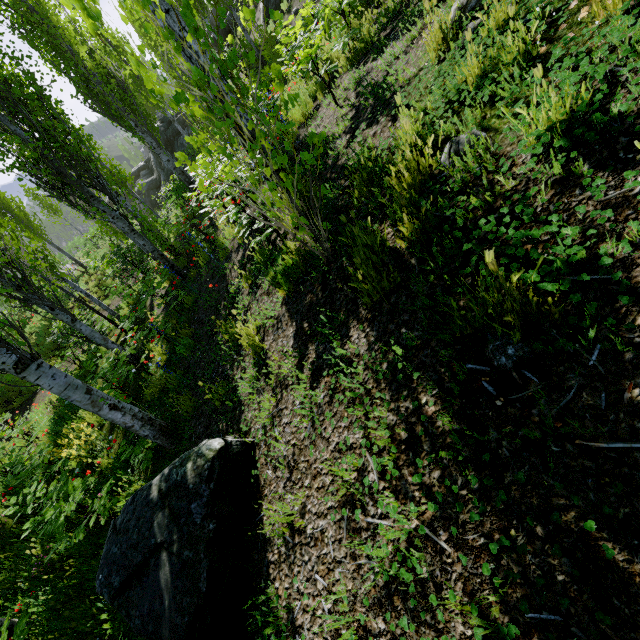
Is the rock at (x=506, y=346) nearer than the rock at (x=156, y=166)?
Yes

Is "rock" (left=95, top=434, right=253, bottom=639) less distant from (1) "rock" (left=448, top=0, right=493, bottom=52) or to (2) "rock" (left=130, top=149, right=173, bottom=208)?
(1) "rock" (left=448, top=0, right=493, bottom=52)

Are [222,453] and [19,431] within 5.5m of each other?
no

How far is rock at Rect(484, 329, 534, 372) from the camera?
1.5m

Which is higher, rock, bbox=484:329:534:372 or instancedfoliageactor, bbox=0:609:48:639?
rock, bbox=484:329:534:372

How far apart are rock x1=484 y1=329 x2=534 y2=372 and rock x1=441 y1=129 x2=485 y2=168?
1.23m

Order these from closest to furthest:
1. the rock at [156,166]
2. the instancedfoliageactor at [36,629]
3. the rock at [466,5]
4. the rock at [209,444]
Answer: the rock at [209,444]
the rock at [466,5]
the instancedfoliageactor at [36,629]
the rock at [156,166]

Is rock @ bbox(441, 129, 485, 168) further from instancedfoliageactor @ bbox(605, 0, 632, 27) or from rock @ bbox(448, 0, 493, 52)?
rock @ bbox(448, 0, 493, 52)
